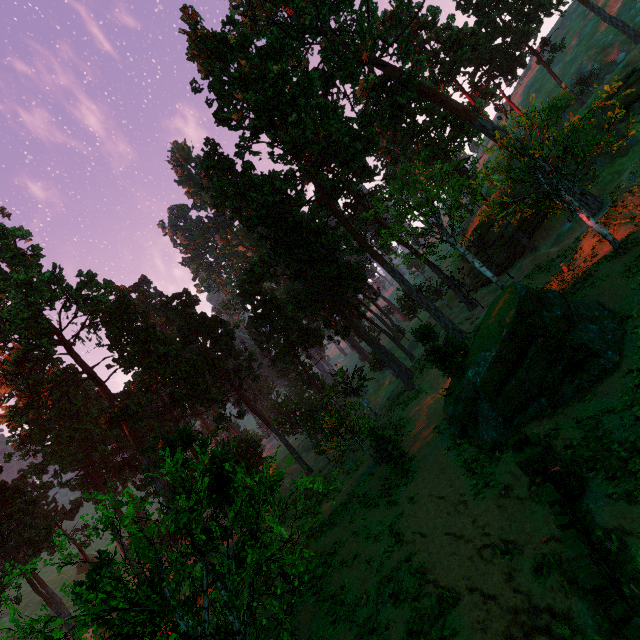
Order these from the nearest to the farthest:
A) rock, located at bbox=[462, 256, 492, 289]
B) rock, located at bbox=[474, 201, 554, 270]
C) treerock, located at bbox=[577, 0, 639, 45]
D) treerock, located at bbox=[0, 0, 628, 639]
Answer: treerock, located at bbox=[0, 0, 628, 639] → treerock, located at bbox=[577, 0, 639, 45] → rock, located at bbox=[474, 201, 554, 270] → rock, located at bbox=[462, 256, 492, 289]

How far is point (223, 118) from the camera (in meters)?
30.16

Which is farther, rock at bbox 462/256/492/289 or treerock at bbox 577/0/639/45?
rock at bbox 462/256/492/289

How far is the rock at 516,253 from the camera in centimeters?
3900cm

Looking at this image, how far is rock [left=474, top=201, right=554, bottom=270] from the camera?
39.0 meters

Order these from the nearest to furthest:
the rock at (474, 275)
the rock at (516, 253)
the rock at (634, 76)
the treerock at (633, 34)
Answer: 1. the rock at (634, 76)
2. the treerock at (633, 34)
3. the rock at (516, 253)
4. the rock at (474, 275)
